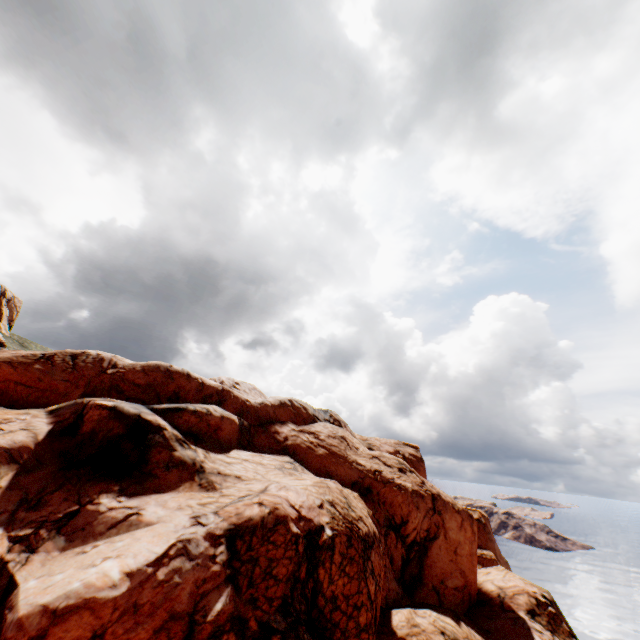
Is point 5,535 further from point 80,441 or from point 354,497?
point 354,497
